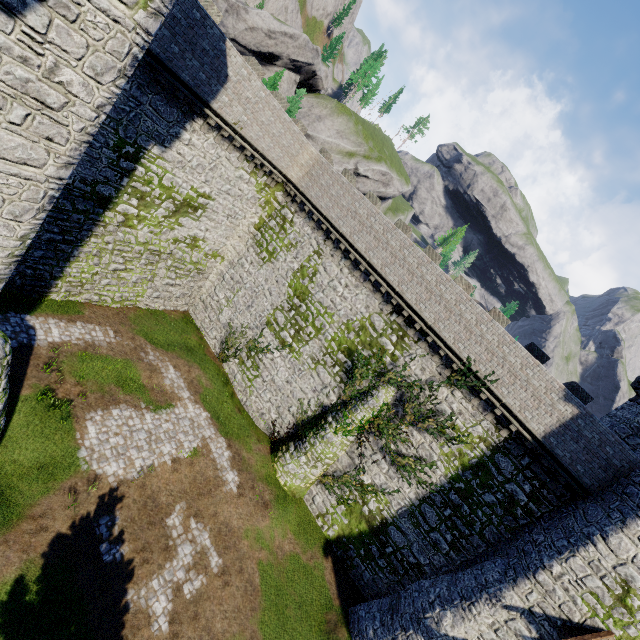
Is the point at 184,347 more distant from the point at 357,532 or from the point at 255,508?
the point at 357,532

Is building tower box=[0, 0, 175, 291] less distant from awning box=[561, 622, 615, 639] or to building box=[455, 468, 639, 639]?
building box=[455, 468, 639, 639]

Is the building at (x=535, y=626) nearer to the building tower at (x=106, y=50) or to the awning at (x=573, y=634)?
the awning at (x=573, y=634)

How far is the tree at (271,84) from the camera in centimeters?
2998cm

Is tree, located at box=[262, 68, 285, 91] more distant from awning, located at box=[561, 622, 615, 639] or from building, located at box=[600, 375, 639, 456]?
awning, located at box=[561, 622, 615, 639]

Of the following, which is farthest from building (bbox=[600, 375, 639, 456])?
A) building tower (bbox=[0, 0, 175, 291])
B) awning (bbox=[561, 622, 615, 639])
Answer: building tower (bbox=[0, 0, 175, 291])

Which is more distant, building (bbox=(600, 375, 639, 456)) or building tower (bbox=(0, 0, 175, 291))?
building (bbox=(600, 375, 639, 456))
